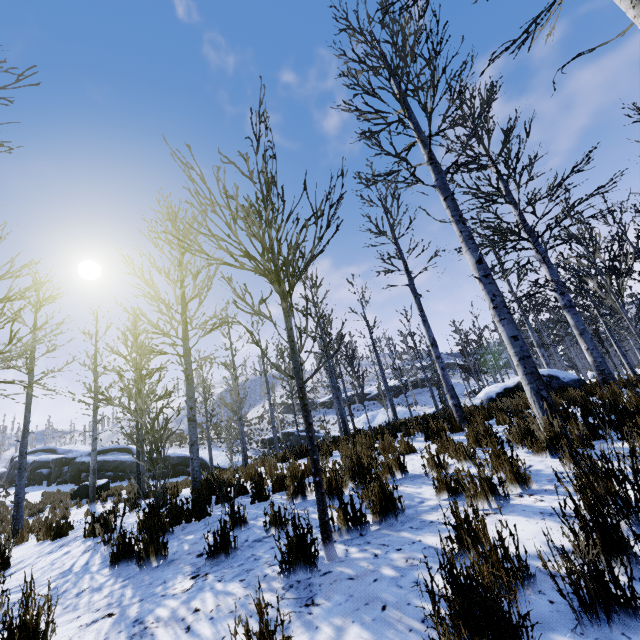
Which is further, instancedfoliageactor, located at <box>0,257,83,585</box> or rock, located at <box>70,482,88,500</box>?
Result: rock, located at <box>70,482,88,500</box>

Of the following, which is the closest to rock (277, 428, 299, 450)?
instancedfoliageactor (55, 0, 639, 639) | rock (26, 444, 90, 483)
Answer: instancedfoliageactor (55, 0, 639, 639)

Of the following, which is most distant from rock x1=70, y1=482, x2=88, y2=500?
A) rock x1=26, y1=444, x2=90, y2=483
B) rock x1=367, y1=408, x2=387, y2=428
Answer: rock x1=367, y1=408, x2=387, y2=428

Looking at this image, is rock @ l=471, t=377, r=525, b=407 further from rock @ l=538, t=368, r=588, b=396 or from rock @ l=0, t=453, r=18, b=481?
rock @ l=0, t=453, r=18, b=481

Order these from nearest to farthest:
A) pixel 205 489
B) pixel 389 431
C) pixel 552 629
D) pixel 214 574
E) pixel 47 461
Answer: pixel 552 629 < pixel 214 574 < pixel 205 489 < pixel 389 431 < pixel 47 461

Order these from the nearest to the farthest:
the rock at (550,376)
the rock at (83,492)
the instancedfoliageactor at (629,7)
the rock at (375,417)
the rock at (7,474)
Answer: the instancedfoliageactor at (629,7), the rock at (550,376), the rock at (83,492), the rock at (7,474), the rock at (375,417)

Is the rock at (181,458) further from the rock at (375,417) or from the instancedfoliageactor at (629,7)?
the instancedfoliageactor at (629,7)
